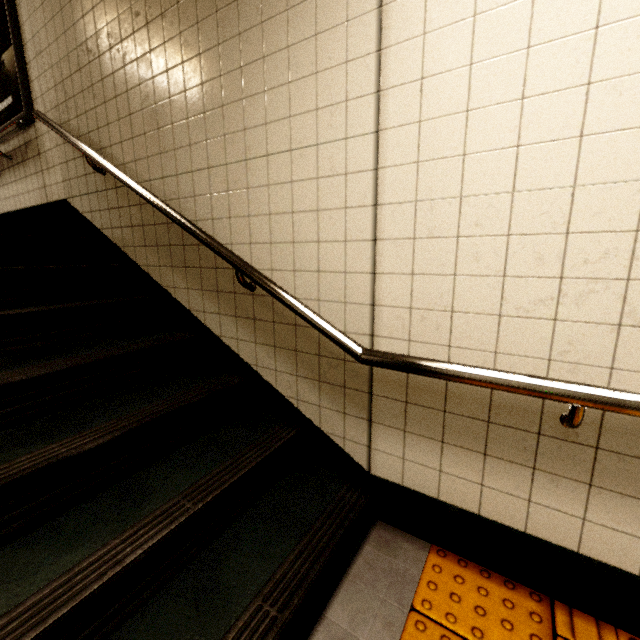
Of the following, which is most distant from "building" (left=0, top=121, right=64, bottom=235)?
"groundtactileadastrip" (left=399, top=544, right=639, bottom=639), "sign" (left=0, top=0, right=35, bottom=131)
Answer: "groundtactileadastrip" (left=399, top=544, right=639, bottom=639)

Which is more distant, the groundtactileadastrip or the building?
the building

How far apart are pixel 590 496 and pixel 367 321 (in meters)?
1.03

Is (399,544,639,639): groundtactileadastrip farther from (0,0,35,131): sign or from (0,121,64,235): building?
(0,0,35,131): sign

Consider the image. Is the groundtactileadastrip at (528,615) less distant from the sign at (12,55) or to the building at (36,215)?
the building at (36,215)

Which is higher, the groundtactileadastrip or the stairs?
the stairs

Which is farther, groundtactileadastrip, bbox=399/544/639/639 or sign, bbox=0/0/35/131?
sign, bbox=0/0/35/131

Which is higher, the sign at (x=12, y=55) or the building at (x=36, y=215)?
the sign at (x=12, y=55)
